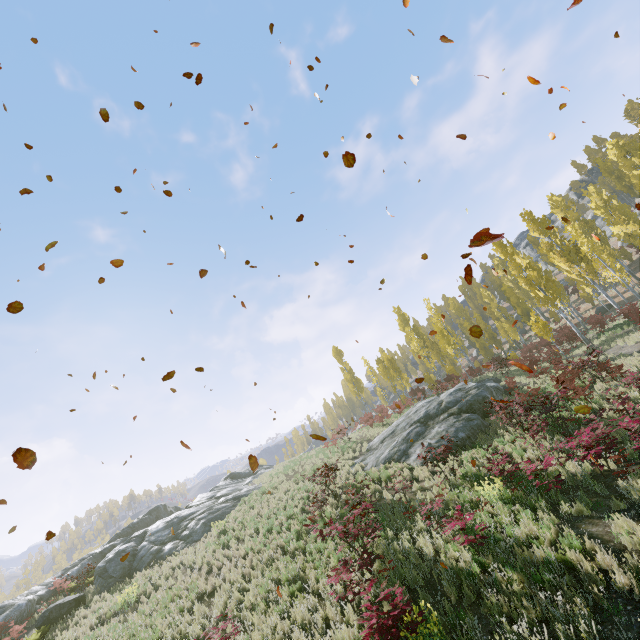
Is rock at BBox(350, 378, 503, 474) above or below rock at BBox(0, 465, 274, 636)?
below

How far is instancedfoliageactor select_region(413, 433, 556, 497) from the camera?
8.7 meters

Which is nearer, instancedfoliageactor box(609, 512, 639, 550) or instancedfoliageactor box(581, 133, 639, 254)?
instancedfoliageactor box(609, 512, 639, 550)

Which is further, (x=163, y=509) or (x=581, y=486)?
(x=163, y=509)

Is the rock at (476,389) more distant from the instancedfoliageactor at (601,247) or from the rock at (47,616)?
the rock at (47,616)

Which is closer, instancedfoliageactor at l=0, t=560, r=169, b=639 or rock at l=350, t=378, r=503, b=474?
instancedfoliageactor at l=0, t=560, r=169, b=639

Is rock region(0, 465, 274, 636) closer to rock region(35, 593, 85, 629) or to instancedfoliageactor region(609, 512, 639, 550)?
rock region(35, 593, 85, 629)

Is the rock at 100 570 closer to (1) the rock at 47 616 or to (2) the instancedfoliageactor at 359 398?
(1) the rock at 47 616
